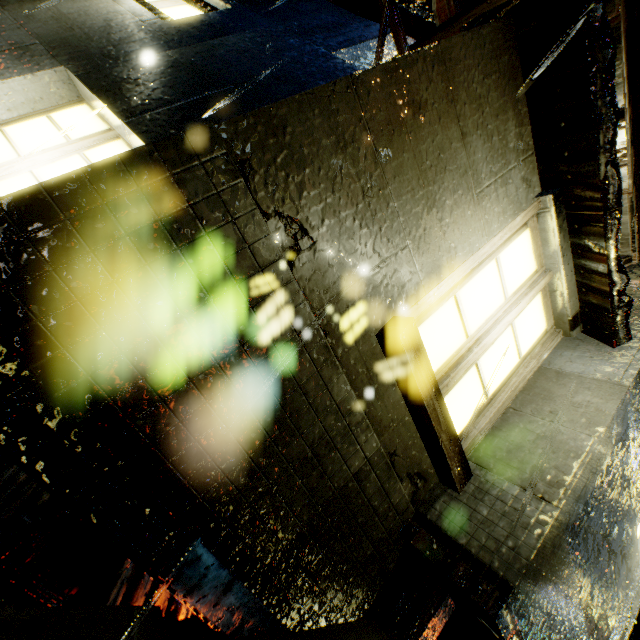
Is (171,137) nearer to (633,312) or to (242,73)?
(242,73)
